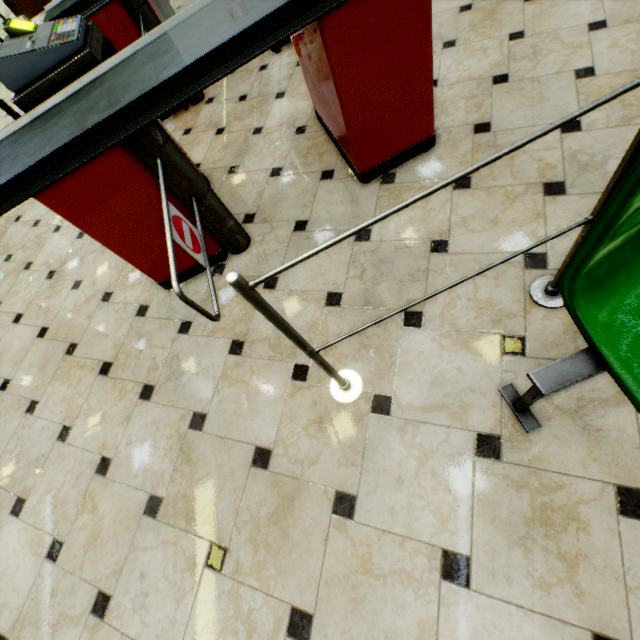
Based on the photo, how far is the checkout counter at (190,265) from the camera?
2.0 meters

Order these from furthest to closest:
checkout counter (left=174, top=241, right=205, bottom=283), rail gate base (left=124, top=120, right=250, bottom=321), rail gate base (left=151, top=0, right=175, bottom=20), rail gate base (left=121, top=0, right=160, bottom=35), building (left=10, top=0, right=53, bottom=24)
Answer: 1. building (left=10, top=0, right=53, bottom=24)
2. rail gate base (left=151, top=0, right=175, bottom=20)
3. rail gate base (left=121, top=0, right=160, bottom=35)
4. checkout counter (left=174, top=241, right=205, bottom=283)
5. rail gate base (left=124, top=120, right=250, bottom=321)

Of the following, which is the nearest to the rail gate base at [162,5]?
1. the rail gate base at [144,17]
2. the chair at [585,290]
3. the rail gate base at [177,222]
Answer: the rail gate base at [144,17]

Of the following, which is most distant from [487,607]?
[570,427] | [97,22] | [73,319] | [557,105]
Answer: [97,22]

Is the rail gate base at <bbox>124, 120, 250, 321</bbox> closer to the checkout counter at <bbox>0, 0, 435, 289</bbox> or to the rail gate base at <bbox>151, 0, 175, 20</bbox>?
the checkout counter at <bbox>0, 0, 435, 289</bbox>

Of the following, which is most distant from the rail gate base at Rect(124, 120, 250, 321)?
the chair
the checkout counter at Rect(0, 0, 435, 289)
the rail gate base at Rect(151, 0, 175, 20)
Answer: the rail gate base at Rect(151, 0, 175, 20)

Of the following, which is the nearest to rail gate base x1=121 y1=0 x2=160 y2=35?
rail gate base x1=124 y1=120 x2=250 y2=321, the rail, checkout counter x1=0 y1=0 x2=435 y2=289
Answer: checkout counter x1=0 y1=0 x2=435 y2=289

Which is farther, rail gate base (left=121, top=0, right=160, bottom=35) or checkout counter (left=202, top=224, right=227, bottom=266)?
rail gate base (left=121, top=0, right=160, bottom=35)
